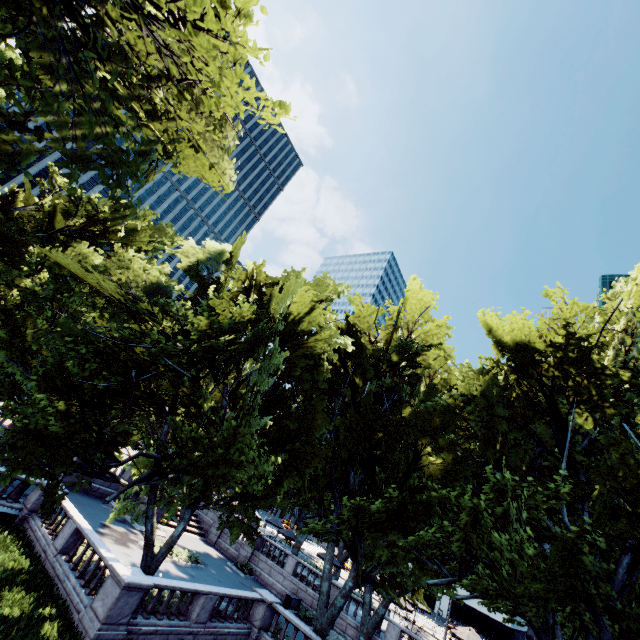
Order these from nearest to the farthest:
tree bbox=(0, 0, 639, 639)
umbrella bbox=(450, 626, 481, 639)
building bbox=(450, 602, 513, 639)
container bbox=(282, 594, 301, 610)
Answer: tree bbox=(0, 0, 639, 639)
container bbox=(282, 594, 301, 610)
umbrella bbox=(450, 626, 481, 639)
building bbox=(450, 602, 513, 639)

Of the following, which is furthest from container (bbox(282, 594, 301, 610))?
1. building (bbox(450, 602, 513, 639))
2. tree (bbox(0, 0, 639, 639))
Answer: building (bbox(450, 602, 513, 639))

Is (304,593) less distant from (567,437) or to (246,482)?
(246,482)

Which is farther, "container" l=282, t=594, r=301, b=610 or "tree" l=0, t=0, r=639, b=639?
"container" l=282, t=594, r=301, b=610

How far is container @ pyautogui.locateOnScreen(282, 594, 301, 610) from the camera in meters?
25.6 m

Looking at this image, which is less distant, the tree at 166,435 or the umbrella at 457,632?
the tree at 166,435

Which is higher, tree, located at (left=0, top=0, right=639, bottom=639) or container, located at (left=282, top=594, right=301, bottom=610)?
tree, located at (left=0, top=0, right=639, bottom=639)

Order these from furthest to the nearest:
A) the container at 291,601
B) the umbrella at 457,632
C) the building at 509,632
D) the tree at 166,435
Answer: A:
the building at 509,632
the umbrella at 457,632
the container at 291,601
the tree at 166,435
